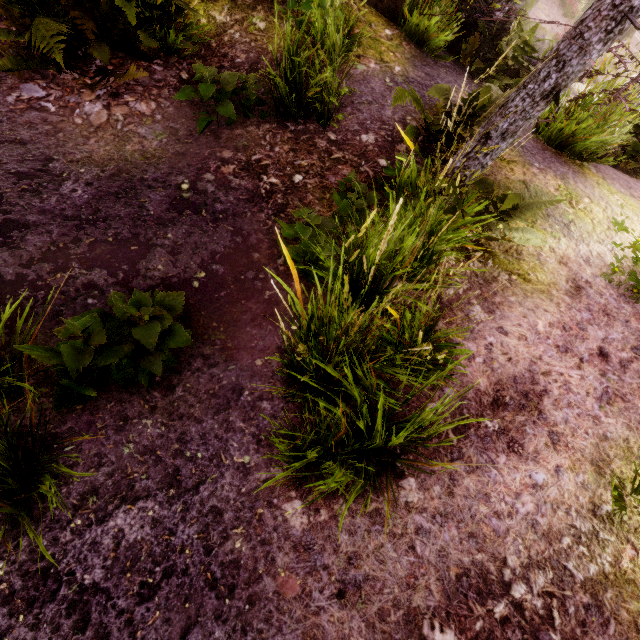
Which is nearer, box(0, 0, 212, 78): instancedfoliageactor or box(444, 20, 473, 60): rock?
box(0, 0, 212, 78): instancedfoliageactor

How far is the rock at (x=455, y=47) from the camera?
5.9m

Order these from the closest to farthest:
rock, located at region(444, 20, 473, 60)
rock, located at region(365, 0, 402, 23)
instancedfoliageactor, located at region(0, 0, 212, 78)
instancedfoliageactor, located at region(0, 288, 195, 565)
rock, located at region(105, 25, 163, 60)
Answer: instancedfoliageactor, located at region(0, 288, 195, 565) → instancedfoliageactor, located at region(0, 0, 212, 78) → rock, located at region(105, 25, 163, 60) → rock, located at region(365, 0, 402, 23) → rock, located at region(444, 20, 473, 60)

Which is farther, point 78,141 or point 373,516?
point 78,141

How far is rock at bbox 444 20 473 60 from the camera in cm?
591

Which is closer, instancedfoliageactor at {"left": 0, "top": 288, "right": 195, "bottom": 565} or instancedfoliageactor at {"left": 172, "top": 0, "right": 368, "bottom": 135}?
instancedfoliageactor at {"left": 0, "top": 288, "right": 195, "bottom": 565}
